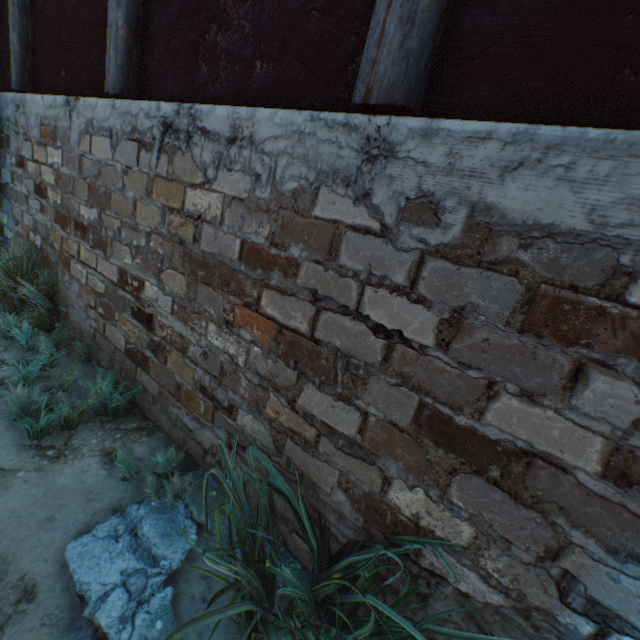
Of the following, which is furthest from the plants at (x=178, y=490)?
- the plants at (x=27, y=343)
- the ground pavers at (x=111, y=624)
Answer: the plants at (x=27, y=343)

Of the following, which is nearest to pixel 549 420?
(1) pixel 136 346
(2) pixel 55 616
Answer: (2) pixel 55 616

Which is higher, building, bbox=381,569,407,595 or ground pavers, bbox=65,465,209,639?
building, bbox=381,569,407,595

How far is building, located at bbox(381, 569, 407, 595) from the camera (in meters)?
1.23

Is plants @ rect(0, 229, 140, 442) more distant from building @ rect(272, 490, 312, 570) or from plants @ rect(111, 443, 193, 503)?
plants @ rect(111, 443, 193, 503)

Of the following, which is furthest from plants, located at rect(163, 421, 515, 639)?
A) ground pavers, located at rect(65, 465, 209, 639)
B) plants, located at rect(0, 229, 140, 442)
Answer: plants, located at rect(0, 229, 140, 442)

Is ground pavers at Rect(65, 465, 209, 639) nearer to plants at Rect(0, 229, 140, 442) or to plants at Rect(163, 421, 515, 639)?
plants at Rect(163, 421, 515, 639)

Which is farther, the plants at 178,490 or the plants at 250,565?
the plants at 178,490
